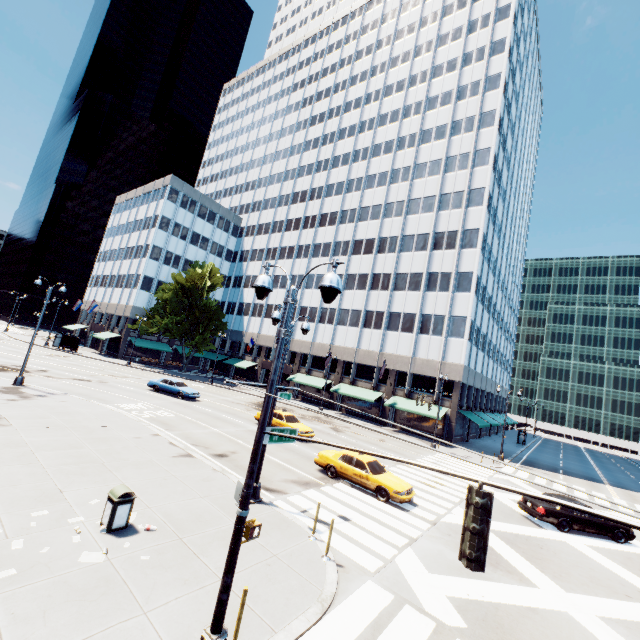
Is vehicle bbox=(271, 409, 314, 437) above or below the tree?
below

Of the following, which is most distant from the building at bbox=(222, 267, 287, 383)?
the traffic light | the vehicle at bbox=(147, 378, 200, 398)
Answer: the traffic light

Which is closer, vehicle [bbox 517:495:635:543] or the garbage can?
the garbage can

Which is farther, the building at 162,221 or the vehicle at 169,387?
the building at 162,221

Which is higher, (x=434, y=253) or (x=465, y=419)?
(x=434, y=253)

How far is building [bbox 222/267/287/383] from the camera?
54.5m

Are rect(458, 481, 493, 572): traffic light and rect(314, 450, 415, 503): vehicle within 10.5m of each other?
no

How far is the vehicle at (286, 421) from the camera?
23.53m
